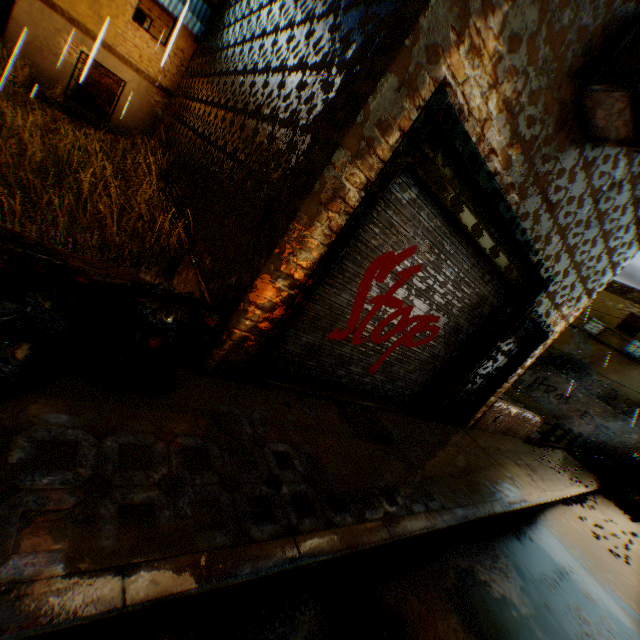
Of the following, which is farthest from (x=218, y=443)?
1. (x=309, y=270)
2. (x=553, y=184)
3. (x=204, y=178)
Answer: (x=553, y=184)

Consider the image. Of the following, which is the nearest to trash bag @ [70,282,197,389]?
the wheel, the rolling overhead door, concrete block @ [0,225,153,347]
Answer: concrete block @ [0,225,153,347]

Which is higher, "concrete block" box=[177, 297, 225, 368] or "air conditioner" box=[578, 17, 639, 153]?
"air conditioner" box=[578, 17, 639, 153]

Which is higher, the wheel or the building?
the building

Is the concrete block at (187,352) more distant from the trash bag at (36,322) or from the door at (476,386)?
the door at (476,386)

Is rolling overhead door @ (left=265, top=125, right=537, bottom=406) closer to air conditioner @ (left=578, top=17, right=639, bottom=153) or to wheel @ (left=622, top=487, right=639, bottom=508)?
air conditioner @ (left=578, top=17, right=639, bottom=153)

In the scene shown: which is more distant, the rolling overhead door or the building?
the rolling overhead door

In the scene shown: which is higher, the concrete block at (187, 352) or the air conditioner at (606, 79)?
the air conditioner at (606, 79)
